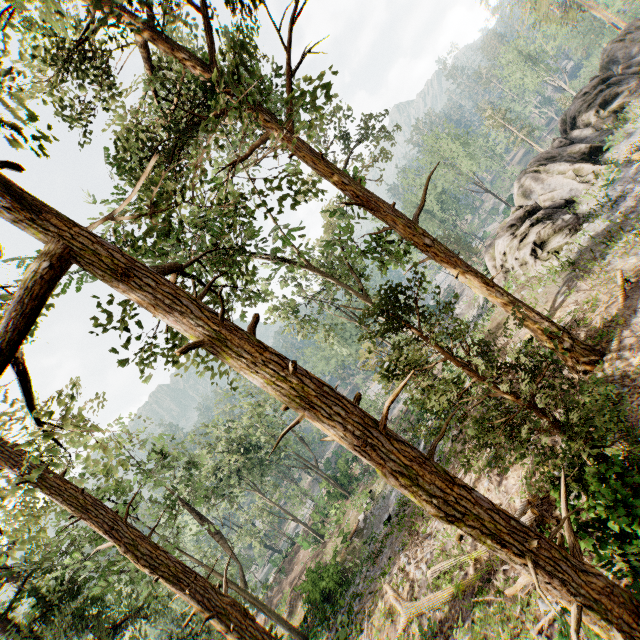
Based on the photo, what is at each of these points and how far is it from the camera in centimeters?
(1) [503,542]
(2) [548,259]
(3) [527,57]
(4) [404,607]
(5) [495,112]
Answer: (1) foliage, 338cm
(2) rock, 1831cm
(3) foliage, 5584cm
(4) foliage, 1094cm
(5) foliage, 5597cm

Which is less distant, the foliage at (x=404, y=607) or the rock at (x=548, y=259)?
the foliage at (x=404, y=607)

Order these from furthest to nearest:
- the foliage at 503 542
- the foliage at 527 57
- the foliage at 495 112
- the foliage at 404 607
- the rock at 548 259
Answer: the foliage at 495 112 → the foliage at 527 57 → the rock at 548 259 → the foliage at 404 607 → the foliage at 503 542

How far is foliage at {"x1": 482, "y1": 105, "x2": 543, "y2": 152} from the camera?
56.2m

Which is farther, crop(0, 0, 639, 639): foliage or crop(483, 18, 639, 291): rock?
crop(483, 18, 639, 291): rock

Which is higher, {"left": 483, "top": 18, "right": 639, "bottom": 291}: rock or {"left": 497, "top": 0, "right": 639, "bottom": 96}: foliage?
{"left": 497, "top": 0, "right": 639, "bottom": 96}: foliage
